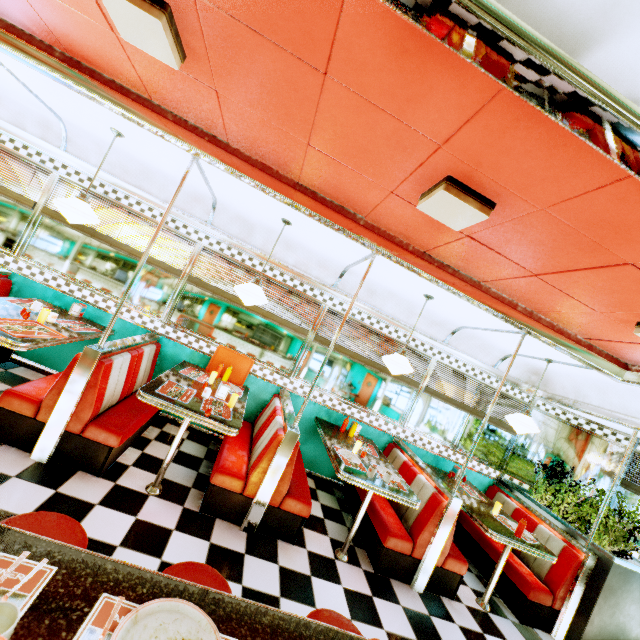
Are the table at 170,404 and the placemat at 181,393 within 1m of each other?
yes

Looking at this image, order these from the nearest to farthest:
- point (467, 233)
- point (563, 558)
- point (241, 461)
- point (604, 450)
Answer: point (467, 233) < point (241, 461) < point (563, 558) < point (604, 450)

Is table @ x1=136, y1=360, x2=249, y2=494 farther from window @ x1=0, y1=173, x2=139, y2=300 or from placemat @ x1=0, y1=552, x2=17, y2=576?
placemat @ x1=0, y1=552, x2=17, y2=576

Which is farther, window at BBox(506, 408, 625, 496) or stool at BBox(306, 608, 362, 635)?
window at BBox(506, 408, 625, 496)

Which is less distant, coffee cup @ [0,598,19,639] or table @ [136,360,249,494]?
coffee cup @ [0,598,19,639]

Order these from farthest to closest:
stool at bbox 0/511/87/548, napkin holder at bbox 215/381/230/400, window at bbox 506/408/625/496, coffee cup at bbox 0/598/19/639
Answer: window at bbox 506/408/625/496, napkin holder at bbox 215/381/230/400, stool at bbox 0/511/87/548, coffee cup at bbox 0/598/19/639

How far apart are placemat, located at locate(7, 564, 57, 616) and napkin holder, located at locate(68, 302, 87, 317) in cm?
395

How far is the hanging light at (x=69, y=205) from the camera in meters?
3.2 m
